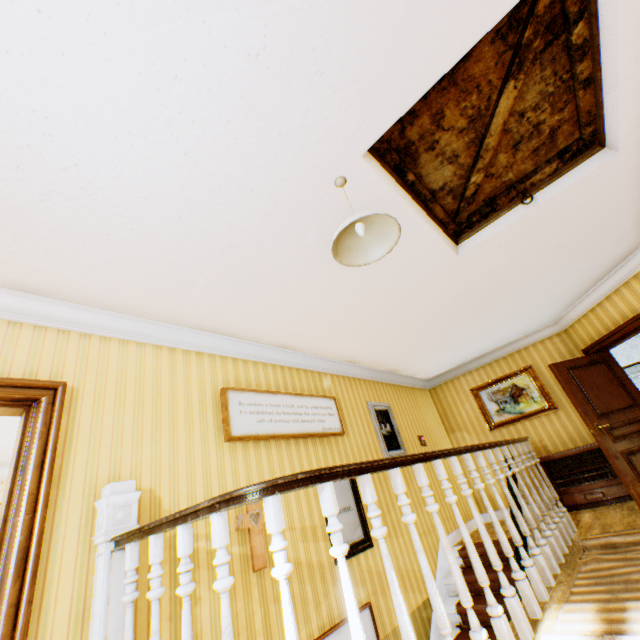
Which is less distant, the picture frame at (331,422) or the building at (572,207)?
the building at (572,207)

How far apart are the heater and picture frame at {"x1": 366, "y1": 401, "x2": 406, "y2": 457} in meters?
2.4

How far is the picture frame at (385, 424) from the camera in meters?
5.5 m

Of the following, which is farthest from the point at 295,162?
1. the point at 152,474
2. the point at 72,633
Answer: the point at 72,633

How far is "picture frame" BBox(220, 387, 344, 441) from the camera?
3.6 meters

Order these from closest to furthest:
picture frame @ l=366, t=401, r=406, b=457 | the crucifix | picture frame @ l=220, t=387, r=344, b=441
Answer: the crucifix
picture frame @ l=220, t=387, r=344, b=441
picture frame @ l=366, t=401, r=406, b=457

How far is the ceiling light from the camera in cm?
208

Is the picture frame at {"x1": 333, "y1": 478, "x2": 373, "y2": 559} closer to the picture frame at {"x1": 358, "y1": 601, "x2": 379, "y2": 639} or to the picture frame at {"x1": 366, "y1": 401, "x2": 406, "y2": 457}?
the picture frame at {"x1": 358, "y1": 601, "x2": 379, "y2": 639}
